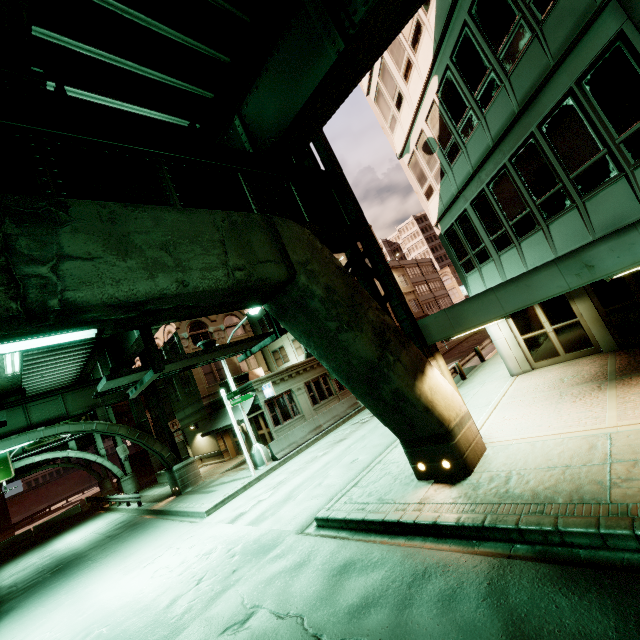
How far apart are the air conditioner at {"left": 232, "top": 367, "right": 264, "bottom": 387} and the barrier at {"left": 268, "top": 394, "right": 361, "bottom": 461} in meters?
7.8 m

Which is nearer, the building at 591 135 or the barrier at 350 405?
the building at 591 135

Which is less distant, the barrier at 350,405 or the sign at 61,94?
the sign at 61,94

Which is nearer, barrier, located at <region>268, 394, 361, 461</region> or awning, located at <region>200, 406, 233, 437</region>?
barrier, located at <region>268, 394, 361, 461</region>

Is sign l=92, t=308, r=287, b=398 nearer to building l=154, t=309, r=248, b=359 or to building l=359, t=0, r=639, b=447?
building l=359, t=0, r=639, b=447

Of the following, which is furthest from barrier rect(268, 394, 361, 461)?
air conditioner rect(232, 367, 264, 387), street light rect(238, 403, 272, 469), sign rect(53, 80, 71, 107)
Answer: sign rect(53, 80, 71, 107)

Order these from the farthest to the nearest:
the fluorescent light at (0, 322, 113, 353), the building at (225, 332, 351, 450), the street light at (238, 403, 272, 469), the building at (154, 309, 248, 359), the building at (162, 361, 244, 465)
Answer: the building at (154, 309, 248, 359) → the building at (162, 361, 244, 465) → the building at (225, 332, 351, 450) → the street light at (238, 403, 272, 469) → the fluorescent light at (0, 322, 113, 353)

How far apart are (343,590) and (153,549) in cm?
1056
